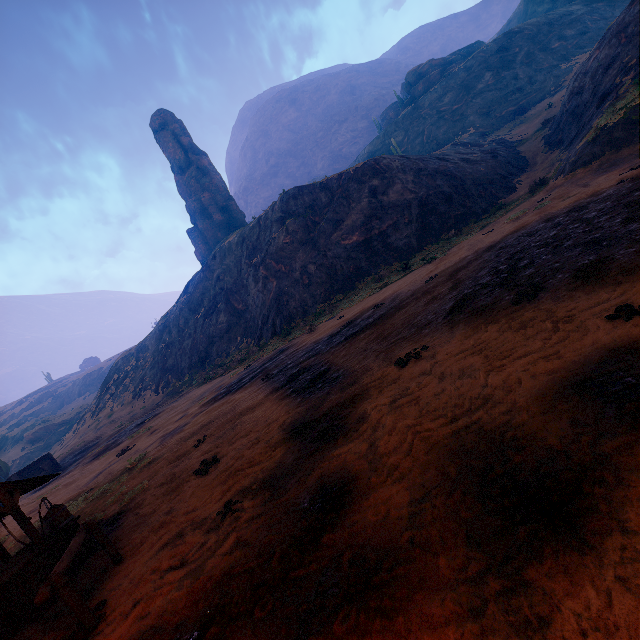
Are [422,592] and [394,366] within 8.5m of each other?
yes

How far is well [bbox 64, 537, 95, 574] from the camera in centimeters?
659cm

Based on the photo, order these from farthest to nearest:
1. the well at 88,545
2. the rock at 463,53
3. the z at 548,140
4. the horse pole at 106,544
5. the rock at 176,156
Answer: the rock at 176,156, the rock at 463,53, the well at 88,545, the horse pole at 106,544, the z at 548,140

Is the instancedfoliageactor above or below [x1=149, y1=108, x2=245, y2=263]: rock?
below

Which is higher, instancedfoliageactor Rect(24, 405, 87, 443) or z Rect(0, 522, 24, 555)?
instancedfoliageactor Rect(24, 405, 87, 443)

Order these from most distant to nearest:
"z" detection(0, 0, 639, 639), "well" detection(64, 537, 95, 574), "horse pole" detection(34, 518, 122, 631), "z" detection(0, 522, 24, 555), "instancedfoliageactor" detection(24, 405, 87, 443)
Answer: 1. "instancedfoliageactor" detection(24, 405, 87, 443)
2. "z" detection(0, 522, 24, 555)
3. "well" detection(64, 537, 95, 574)
4. "horse pole" detection(34, 518, 122, 631)
5. "z" detection(0, 0, 639, 639)

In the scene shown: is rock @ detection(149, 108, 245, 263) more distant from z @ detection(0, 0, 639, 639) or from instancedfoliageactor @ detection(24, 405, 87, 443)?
instancedfoliageactor @ detection(24, 405, 87, 443)

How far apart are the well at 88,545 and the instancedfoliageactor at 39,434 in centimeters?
6262cm
